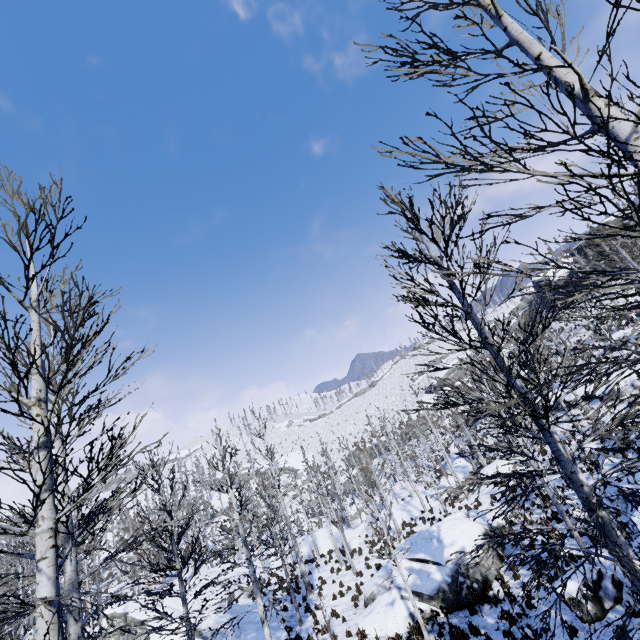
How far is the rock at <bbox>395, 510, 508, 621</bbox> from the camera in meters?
12.6

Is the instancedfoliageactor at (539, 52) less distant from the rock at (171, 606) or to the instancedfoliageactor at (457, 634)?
the rock at (171, 606)

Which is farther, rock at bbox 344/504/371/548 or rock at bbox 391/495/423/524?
rock at bbox 391/495/423/524

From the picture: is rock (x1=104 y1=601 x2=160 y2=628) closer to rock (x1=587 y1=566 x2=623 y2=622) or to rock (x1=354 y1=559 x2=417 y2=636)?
rock (x1=354 y1=559 x2=417 y2=636)

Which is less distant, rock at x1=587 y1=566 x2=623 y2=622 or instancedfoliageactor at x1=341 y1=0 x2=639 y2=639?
instancedfoliageactor at x1=341 y1=0 x2=639 y2=639

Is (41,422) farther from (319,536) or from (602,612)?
(319,536)

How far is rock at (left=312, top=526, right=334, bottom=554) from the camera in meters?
28.7

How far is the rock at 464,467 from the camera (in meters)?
36.00
